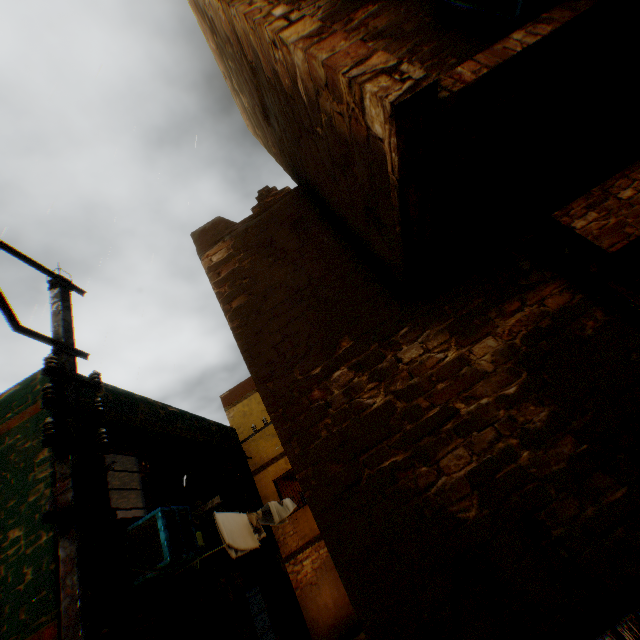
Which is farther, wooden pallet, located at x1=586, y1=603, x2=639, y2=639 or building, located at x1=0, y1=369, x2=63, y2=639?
building, located at x1=0, y1=369, x2=63, y2=639

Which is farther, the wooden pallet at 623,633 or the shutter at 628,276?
the shutter at 628,276

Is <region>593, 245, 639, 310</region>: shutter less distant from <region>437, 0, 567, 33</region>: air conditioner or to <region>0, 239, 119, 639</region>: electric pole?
<region>437, 0, 567, 33</region>: air conditioner

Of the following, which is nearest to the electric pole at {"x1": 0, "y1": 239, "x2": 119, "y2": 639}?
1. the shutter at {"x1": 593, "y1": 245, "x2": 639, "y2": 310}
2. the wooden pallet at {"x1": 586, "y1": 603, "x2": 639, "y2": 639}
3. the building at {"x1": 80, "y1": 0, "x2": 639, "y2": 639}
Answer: the building at {"x1": 80, "y1": 0, "x2": 639, "y2": 639}

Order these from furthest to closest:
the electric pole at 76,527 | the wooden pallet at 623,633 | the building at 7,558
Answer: the building at 7,558
the electric pole at 76,527
the wooden pallet at 623,633

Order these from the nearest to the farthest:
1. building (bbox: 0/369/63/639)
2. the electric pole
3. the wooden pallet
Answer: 1. the wooden pallet
2. the electric pole
3. building (bbox: 0/369/63/639)

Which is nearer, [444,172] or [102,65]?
[444,172]

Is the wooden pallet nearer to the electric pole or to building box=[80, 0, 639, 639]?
building box=[80, 0, 639, 639]
